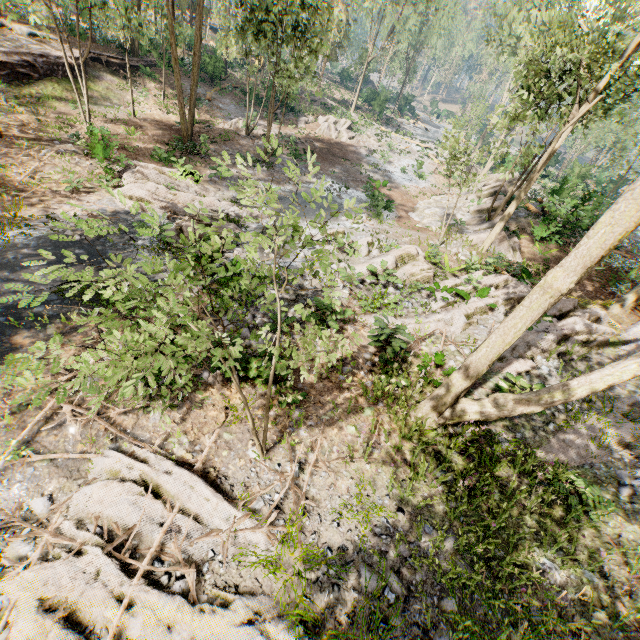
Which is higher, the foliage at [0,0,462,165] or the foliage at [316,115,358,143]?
the foliage at [0,0,462,165]

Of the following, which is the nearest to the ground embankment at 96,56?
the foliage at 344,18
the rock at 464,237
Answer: the foliage at 344,18

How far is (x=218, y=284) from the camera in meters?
10.9 m

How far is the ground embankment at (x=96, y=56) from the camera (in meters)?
23.27

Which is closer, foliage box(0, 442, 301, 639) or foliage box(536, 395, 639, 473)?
foliage box(0, 442, 301, 639)

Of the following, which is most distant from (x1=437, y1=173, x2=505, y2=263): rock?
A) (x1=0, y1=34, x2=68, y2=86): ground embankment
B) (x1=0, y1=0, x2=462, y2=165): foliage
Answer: (x1=0, y1=34, x2=68, y2=86): ground embankment

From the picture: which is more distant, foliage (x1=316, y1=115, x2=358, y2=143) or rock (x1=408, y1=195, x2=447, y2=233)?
foliage (x1=316, y1=115, x2=358, y2=143)
